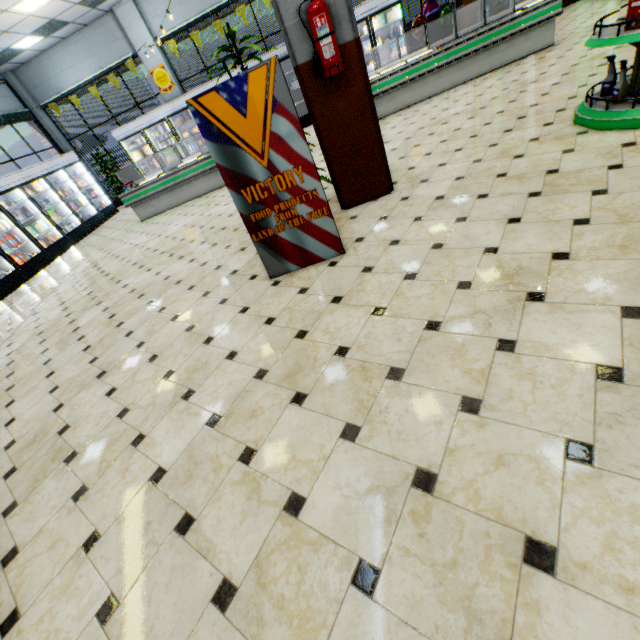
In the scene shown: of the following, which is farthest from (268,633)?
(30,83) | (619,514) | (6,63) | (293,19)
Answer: (30,83)

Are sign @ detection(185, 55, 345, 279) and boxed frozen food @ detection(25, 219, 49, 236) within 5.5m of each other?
no

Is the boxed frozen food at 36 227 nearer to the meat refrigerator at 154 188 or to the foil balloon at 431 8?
the meat refrigerator at 154 188

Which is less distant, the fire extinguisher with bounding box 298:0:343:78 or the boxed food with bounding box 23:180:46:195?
the fire extinguisher with bounding box 298:0:343:78

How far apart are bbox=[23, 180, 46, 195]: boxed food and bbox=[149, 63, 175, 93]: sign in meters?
5.0 m

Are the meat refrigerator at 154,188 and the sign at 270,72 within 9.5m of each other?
yes

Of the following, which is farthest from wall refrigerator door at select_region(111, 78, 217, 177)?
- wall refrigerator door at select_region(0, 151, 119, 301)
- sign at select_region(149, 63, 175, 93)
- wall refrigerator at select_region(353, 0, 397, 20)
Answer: wall refrigerator door at select_region(0, 151, 119, 301)

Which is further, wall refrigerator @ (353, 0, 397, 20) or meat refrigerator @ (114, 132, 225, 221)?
wall refrigerator @ (353, 0, 397, 20)
